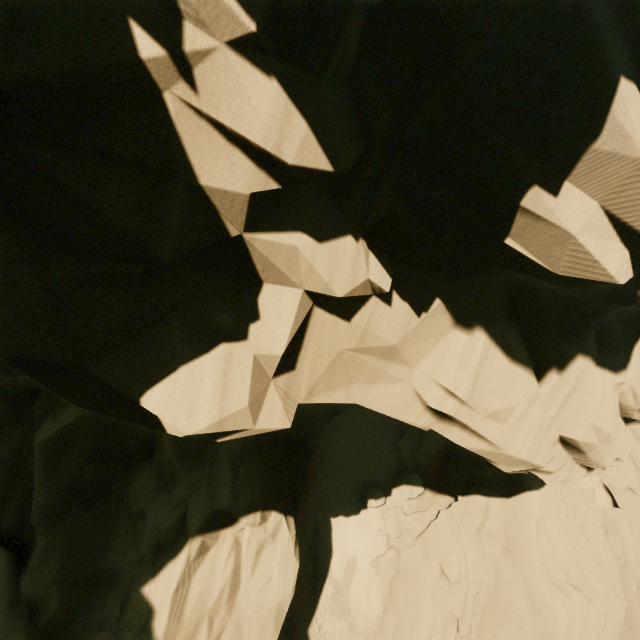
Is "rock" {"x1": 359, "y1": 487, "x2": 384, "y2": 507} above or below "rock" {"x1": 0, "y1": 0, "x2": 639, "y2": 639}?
below

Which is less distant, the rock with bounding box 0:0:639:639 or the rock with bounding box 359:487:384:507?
the rock with bounding box 0:0:639:639

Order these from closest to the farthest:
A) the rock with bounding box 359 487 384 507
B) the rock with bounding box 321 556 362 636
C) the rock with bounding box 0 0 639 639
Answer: the rock with bounding box 0 0 639 639 < the rock with bounding box 321 556 362 636 < the rock with bounding box 359 487 384 507

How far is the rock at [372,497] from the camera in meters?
19.1

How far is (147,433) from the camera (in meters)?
9.36

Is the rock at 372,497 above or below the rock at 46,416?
below

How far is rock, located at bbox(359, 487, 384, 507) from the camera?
19.1 meters
